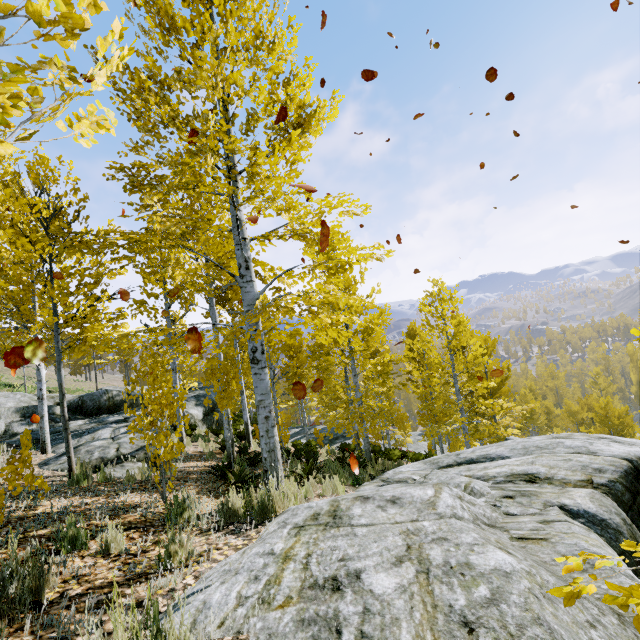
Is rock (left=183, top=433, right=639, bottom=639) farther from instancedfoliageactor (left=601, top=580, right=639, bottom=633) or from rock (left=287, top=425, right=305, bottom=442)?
rock (left=287, top=425, right=305, bottom=442)

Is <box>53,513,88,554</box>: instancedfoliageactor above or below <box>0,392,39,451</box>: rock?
below

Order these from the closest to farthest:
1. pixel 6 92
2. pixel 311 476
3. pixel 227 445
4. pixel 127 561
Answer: pixel 6 92
pixel 127 561
pixel 311 476
pixel 227 445

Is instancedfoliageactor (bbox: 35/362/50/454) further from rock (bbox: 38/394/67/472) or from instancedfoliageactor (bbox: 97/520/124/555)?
instancedfoliageactor (bbox: 97/520/124/555)

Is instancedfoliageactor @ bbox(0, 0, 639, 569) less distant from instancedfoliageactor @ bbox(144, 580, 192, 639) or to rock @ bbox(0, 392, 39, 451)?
rock @ bbox(0, 392, 39, 451)

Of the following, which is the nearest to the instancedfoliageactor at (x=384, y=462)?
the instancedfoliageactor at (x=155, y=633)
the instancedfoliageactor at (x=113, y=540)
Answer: the instancedfoliageactor at (x=155, y=633)

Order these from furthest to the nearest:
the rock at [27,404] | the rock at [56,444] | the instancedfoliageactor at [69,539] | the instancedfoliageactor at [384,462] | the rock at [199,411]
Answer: the rock at [199,411] < the rock at [27,404] < the rock at [56,444] < the instancedfoliageactor at [384,462] < the instancedfoliageactor at [69,539]

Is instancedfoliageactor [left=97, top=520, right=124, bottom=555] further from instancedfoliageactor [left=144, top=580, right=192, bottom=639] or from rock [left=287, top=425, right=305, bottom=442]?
rock [left=287, top=425, right=305, bottom=442]
